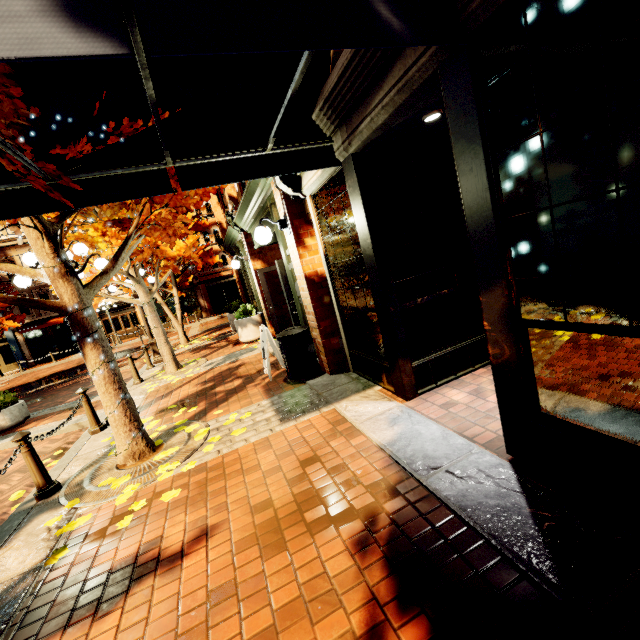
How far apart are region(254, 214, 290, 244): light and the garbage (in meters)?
1.53

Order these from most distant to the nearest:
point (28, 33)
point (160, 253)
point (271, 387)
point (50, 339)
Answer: point (50, 339)
point (160, 253)
point (271, 387)
point (28, 33)

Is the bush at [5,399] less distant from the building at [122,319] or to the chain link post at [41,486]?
the chain link post at [41,486]

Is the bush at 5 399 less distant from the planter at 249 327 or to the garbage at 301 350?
the planter at 249 327

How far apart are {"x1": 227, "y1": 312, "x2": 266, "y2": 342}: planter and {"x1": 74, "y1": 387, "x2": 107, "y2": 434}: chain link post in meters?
5.1

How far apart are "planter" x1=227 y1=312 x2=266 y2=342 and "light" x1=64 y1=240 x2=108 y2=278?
4.5m

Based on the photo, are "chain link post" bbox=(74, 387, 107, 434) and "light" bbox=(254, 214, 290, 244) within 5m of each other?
yes

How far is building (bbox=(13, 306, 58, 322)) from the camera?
26.3 meters
